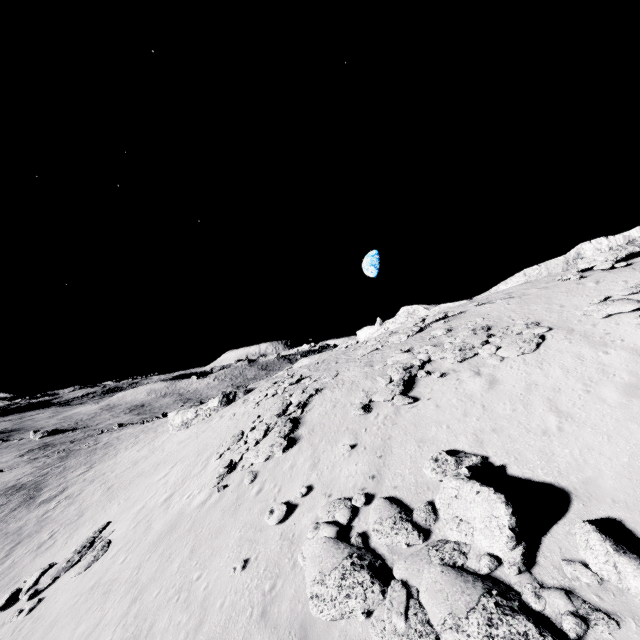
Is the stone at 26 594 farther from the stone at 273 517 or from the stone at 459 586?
the stone at 459 586

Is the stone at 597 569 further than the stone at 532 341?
No

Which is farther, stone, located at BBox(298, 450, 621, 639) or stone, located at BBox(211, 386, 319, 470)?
stone, located at BBox(211, 386, 319, 470)

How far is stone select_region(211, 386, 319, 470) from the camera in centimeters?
1680cm

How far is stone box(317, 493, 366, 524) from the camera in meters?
10.9

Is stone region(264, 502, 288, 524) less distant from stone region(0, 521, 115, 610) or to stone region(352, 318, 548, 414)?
stone region(352, 318, 548, 414)

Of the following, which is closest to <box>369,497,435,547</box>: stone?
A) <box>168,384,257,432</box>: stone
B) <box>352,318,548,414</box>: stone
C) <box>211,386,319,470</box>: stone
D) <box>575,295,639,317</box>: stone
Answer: <box>352,318,548,414</box>: stone

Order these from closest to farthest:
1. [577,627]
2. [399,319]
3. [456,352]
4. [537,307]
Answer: [577,627], [456,352], [537,307], [399,319]
